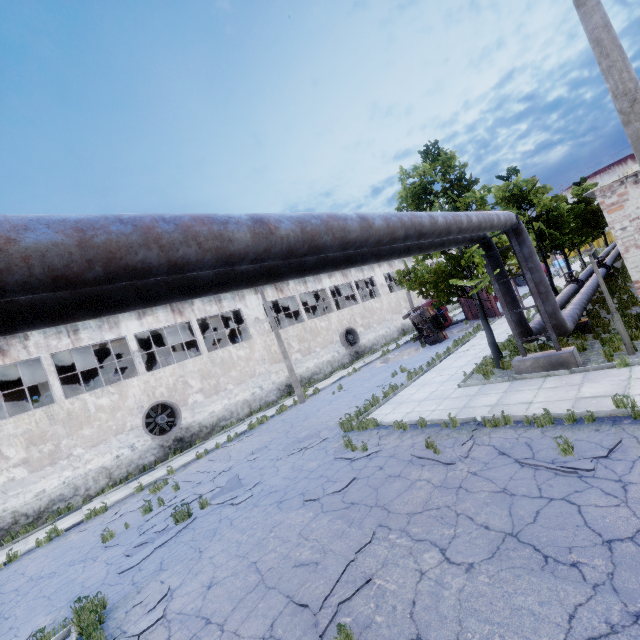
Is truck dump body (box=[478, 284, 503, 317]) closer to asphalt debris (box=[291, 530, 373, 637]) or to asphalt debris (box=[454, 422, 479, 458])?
asphalt debris (box=[454, 422, 479, 458])

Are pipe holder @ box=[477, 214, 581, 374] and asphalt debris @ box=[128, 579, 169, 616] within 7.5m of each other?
no

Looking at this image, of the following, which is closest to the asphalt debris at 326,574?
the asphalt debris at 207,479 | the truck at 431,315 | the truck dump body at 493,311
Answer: the asphalt debris at 207,479

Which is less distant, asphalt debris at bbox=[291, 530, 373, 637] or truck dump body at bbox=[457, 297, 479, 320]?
asphalt debris at bbox=[291, 530, 373, 637]

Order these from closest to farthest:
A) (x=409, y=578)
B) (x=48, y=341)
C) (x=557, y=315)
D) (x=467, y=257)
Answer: (x=409, y=578) < (x=557, y=315) < (x=467, y=257) < (x=48, y=341)

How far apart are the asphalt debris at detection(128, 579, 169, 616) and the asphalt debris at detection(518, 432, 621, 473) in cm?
726

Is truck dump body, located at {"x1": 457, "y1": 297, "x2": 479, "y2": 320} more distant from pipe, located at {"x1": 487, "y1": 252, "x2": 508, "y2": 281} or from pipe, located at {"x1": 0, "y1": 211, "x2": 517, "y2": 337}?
pipe, located at {"x1": 487, "y1": 252, "x2": 508, "y2": 281}

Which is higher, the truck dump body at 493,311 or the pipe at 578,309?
the pipe at 578,309
